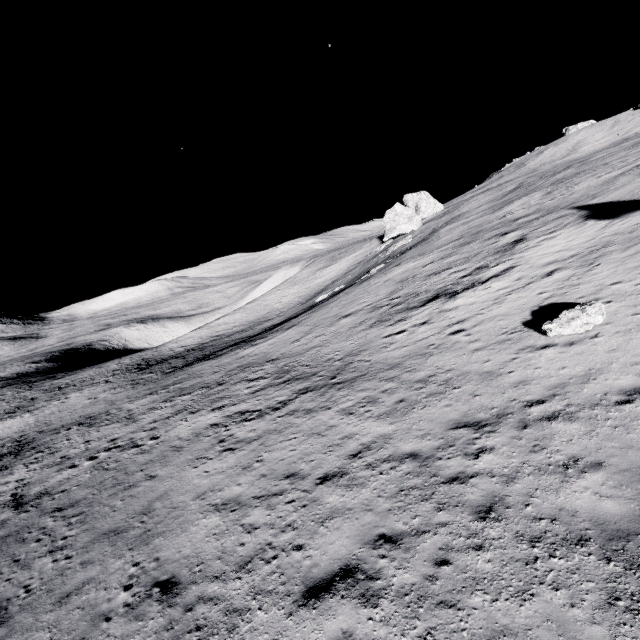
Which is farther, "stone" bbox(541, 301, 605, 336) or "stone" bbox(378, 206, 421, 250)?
"stone" bbox(378, 206, 421, 250)

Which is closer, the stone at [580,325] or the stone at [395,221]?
the stone at [580,325]

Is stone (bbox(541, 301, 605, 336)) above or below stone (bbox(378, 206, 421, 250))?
below

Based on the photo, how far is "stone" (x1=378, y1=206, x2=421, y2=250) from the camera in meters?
56.3

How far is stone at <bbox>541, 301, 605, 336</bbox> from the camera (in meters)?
10.77

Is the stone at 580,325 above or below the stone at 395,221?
below

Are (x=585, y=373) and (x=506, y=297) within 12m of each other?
yes
